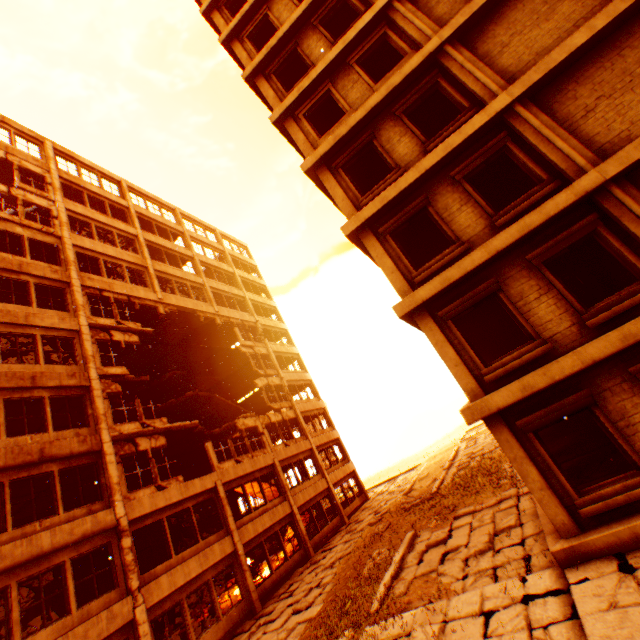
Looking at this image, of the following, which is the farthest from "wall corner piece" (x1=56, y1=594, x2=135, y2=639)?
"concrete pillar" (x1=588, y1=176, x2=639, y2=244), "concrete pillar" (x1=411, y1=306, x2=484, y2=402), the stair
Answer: "concrete pillar" (x1=588, y1=176, x2=639, y2=244)

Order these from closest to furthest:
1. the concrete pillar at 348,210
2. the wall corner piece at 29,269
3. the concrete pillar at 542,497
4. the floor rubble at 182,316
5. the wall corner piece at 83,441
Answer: the concrete pillar at 542,497, the concrete pillar at 348,210, the wall corner piece at 83,441, the wall corner piece at 29,269, the floor rubble at 182,316

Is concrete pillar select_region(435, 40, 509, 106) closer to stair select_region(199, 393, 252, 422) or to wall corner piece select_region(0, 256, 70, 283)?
wall corner piece select_region(0, 256, 70, 283)

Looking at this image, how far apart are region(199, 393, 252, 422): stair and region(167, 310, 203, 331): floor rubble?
5.8 meters

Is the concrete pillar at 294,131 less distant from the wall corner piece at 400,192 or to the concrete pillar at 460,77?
the wall corner piece at 400,192

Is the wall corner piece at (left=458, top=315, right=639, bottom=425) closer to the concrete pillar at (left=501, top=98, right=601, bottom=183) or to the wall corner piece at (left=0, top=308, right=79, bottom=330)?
the concrete pillar at (left=501, top=98, right=601, bottom=183)

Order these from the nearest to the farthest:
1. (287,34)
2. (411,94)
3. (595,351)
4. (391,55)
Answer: (595,351), (411,94), (391,55), (287,34)

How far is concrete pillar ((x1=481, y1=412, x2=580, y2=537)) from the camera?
6.73m
